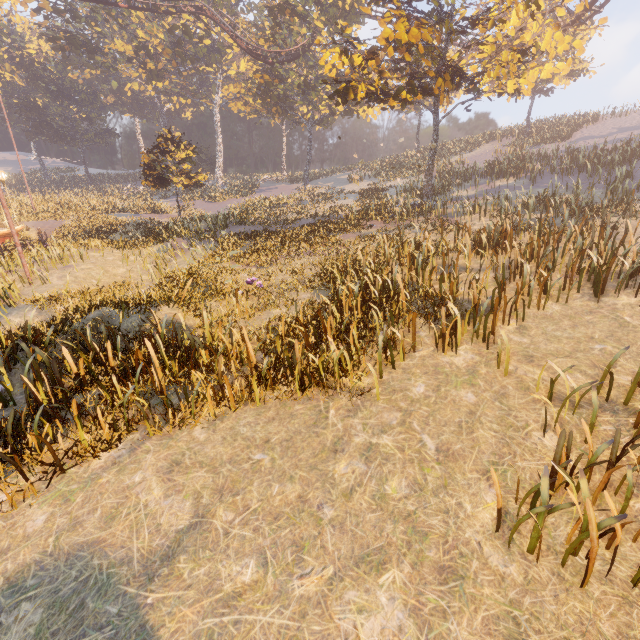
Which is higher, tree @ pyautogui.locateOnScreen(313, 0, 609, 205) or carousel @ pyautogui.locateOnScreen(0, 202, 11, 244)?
tree @ pyautogui.locateOnScreen(313, 0, 609, 205)

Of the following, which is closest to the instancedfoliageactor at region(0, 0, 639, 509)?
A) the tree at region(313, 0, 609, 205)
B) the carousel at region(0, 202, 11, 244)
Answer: the carousel at region(0, 202, 11, 244)

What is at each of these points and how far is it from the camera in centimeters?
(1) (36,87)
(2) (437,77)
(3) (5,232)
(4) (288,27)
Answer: (1) instancedfoliageactor, 5103cm
(2) tree, 1723cm
(3) carousel, 2217cm
(4) instancedfoliageactor, 3478cm

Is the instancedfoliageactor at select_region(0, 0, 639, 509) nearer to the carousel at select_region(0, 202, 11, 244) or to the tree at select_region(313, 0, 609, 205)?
the carousel at select_region(0, 202, 11, 244)

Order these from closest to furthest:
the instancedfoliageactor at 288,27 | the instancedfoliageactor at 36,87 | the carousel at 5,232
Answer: the instancedfoliageactor at 36,87, the carousel at 5,232, the instancedfoliageactor at 288,27

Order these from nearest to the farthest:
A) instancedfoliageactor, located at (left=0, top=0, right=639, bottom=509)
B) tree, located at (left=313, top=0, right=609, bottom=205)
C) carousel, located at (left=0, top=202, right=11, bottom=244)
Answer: instancedfoliageactor, located at (left=0, top=0, right=639, bottom=509) → tree, located at (left=313, top=0, right=609, bottom=205) → carousel, located at (left=0, top=202, right=11, bottom=244)

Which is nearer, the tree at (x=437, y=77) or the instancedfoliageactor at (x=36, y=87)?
the instancedfoliageactor at (x=36, y=87)
